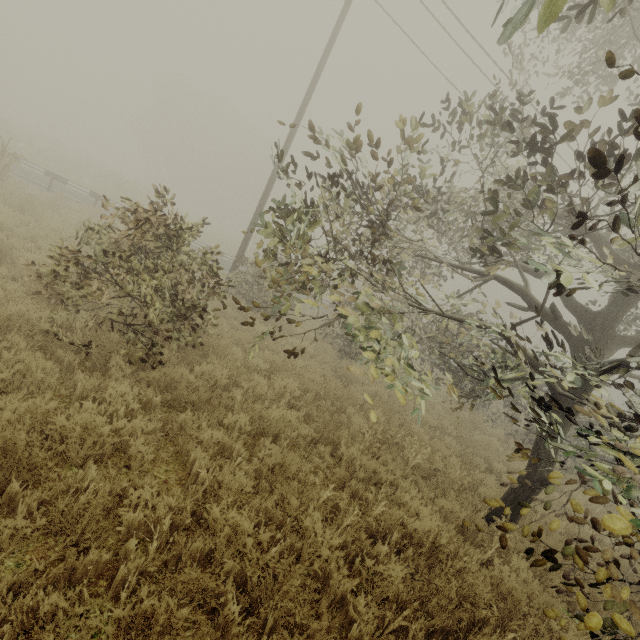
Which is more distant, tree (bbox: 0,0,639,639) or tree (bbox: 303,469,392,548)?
tree (bbox: 303,469,392,548)

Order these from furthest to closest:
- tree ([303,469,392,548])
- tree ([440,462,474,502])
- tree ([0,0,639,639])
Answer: tree ([440,462,474,502]) < tree ([303,469,392,548]) < tree ([0,0,639,639])

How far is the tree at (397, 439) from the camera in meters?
5.5 m

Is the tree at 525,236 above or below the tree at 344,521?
above

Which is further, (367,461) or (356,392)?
(356,392)

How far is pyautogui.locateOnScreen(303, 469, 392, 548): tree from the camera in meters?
4.0 m

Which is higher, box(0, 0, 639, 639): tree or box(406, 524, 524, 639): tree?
box(0, 0, 639, 639): tree
